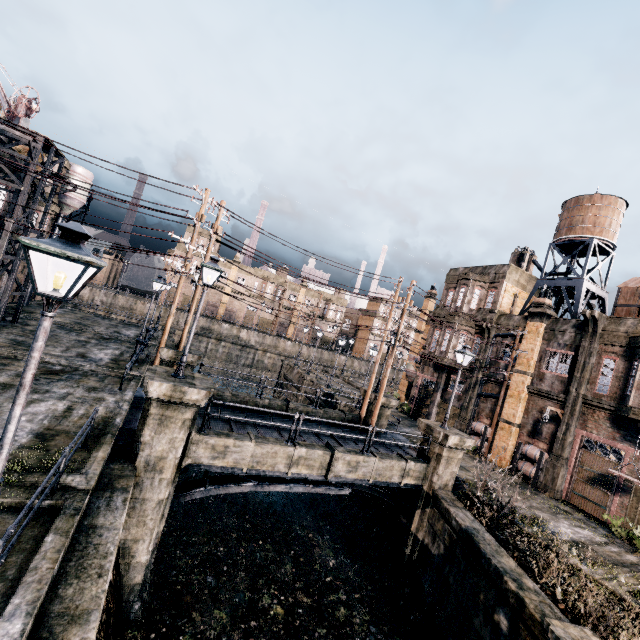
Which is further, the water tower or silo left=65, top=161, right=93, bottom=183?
silo left=65, top=161, right=93, bottom=183

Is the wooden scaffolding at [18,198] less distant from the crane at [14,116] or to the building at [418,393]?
the crane at [14,116]

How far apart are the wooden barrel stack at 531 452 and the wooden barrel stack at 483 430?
2.4m

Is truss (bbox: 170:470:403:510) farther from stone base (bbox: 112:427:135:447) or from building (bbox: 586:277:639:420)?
building (bbox: 586:277:639:420)

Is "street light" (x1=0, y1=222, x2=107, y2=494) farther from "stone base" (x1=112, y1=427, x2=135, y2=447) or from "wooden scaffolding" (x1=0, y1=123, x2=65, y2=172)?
"wooden scaffolding" (x1=0, y1=123, x2=65, y2=172)

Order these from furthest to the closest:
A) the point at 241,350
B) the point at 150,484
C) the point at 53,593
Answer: the point at 241,350 < the point at 150,484 < the point at 53,593

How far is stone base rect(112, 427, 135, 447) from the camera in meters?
10.4 m

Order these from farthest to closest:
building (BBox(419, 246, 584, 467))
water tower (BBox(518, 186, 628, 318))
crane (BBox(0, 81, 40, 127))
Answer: water tower (BBox(518, 186, 628, 318)) → building (BBox(419, 246, 584, 467)) → crane (BBox(0, 81, 40, 127))
